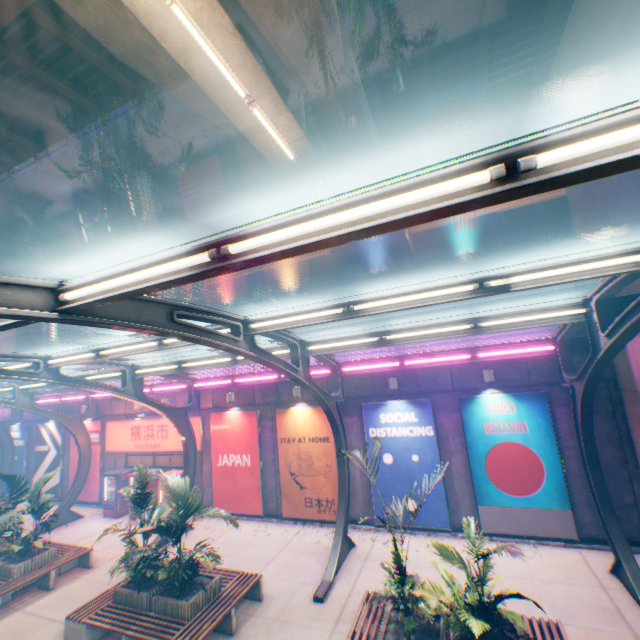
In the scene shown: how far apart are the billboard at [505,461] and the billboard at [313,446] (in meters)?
4.76

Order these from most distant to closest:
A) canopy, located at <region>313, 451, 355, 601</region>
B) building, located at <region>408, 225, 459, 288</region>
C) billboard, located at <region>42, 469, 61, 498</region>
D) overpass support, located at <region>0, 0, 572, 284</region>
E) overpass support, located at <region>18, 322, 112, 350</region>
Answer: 1. building, located at <region>408, 225, 459, 288</region>
2. overpass support, located at <region>18, 322, 112, 350</region>
3. billboard, located at <region>42, 469, 61, 498</region>
4. canopy, located at <region>313, 451, 355, 601</region>
5. overpass support, located at <region>0, 0, 572, 284</region>

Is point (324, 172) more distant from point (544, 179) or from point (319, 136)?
point (544, 179)

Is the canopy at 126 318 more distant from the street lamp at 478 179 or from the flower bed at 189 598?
the flower bed at 189 598

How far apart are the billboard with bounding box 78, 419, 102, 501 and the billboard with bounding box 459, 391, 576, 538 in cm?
1864

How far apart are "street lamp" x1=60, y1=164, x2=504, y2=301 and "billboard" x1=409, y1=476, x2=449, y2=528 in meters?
10.5 m

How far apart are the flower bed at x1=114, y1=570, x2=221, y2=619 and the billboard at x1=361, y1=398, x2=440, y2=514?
5.80m

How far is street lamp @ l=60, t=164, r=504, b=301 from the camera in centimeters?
212cm
